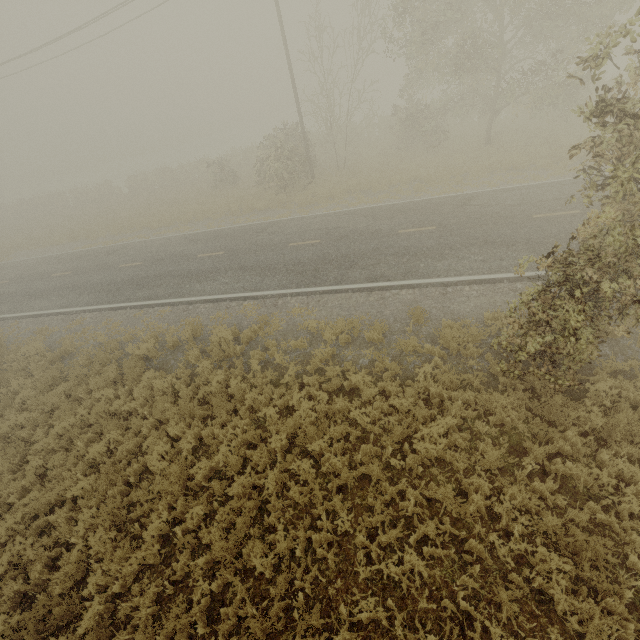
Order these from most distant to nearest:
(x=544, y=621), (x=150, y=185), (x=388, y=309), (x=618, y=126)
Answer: (x=150, y=185)
(x=388, y=309)
(x=618, y=126)
(x=544, y=621)
